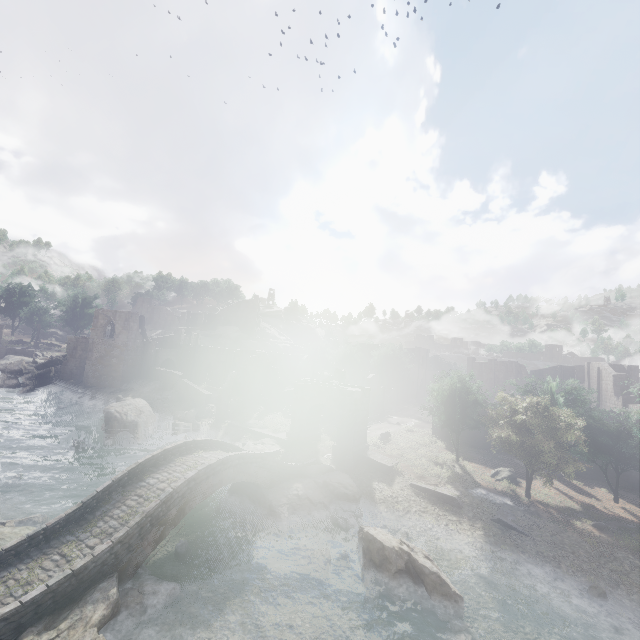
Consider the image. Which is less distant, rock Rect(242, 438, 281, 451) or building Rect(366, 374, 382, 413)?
rock Rect(242, 438, 281, 451)

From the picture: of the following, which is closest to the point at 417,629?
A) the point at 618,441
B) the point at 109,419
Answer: the point at 618,441

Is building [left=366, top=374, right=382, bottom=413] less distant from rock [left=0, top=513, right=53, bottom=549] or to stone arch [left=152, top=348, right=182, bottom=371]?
stone arch [left=152, top=348, right=182, bottom=371]

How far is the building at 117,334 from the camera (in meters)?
46.97

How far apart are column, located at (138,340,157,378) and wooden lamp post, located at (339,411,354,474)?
36.4 meters

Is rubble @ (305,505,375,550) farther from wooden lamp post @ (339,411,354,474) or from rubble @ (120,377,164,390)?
rubble @ (120,377,164,390)

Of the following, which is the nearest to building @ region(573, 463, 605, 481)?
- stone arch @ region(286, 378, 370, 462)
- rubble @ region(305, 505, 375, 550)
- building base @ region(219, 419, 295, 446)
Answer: stone arch @ region(286, 378, 370, 462)
